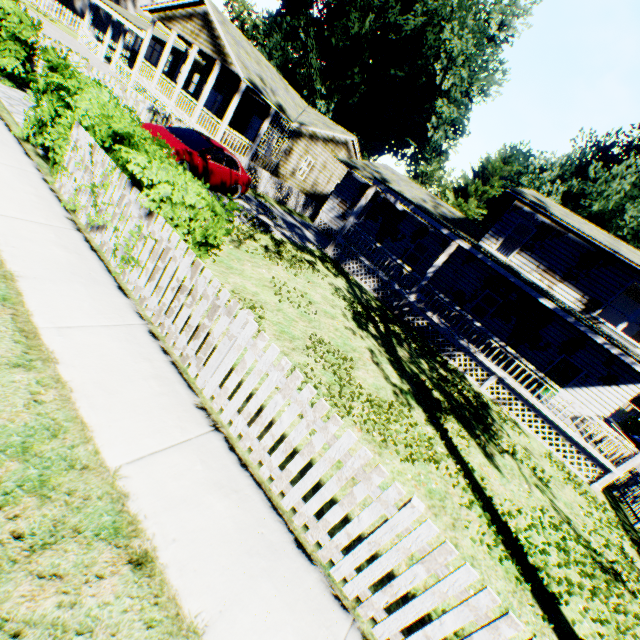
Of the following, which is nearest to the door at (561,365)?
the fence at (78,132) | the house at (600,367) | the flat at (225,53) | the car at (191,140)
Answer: the house at (600,367)

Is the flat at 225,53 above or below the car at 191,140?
above

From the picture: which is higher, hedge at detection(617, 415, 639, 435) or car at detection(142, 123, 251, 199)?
hedge at detection(617, 415, 639, 435)

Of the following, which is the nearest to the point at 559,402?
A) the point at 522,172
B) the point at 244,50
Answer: the point at 244,50

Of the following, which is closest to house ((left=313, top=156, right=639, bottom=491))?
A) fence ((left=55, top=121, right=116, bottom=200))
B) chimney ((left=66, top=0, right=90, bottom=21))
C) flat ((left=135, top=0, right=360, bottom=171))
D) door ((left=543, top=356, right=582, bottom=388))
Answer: door ((left=543, top=356, right=582, bottom=388))

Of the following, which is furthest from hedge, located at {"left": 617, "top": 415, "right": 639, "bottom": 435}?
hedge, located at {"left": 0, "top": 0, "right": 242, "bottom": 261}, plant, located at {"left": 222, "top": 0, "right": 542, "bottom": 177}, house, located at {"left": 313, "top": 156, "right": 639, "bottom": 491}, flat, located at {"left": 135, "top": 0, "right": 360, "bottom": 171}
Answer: hedge, located at {"left": 0, "top": 0, "right": 242, "bottom": 261}

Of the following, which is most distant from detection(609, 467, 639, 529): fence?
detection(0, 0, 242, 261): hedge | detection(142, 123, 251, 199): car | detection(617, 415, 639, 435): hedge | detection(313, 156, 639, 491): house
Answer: detection(617, 415, 639, 435): hedge

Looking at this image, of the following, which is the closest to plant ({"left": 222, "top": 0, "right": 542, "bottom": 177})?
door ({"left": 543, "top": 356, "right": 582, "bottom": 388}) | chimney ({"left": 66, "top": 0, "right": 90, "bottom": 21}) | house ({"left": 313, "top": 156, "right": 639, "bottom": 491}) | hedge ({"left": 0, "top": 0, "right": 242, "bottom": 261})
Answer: house ({"left": 313, "top": 156, "right": 639, "bottom": 491})
